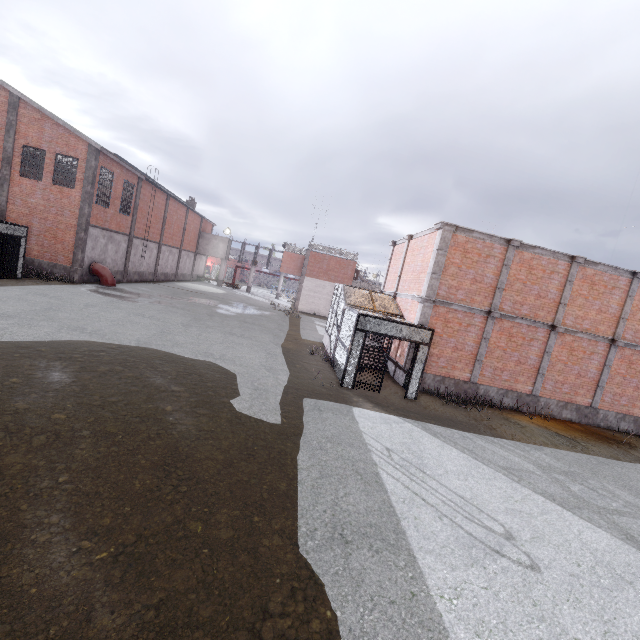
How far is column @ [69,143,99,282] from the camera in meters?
20.8 m

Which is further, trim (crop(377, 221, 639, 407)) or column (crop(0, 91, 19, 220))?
column (crop(0, 91, 19, 220))

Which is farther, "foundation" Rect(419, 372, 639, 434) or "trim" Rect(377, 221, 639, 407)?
"foundation" Rect(419, 372, 639, 434)

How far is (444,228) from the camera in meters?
13.1 m

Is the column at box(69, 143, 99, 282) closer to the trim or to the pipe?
the pipe

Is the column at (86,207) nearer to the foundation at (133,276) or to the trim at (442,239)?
the foundation at (133,276)

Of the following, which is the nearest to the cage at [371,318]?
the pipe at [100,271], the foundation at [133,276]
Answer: the foundation at [133,276]

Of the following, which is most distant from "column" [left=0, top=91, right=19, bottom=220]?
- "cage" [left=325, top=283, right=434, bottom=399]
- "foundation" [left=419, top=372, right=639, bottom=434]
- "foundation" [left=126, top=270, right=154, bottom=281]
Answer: "foundation" [left=419, top=372, right=639, bottom=434]
